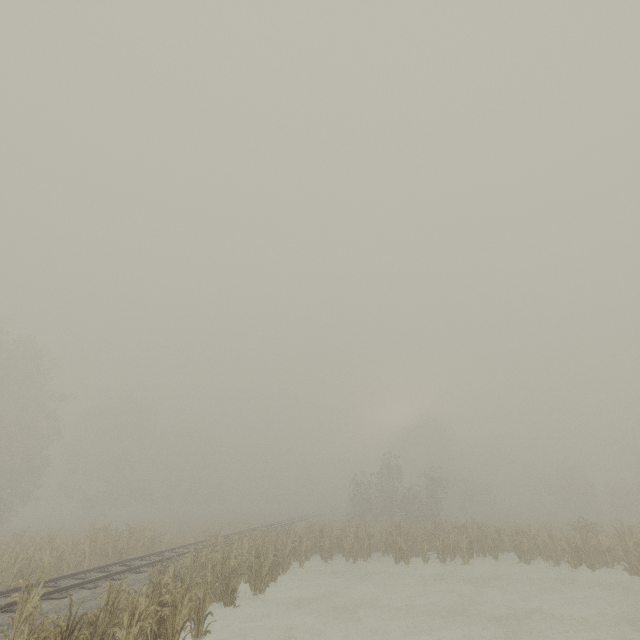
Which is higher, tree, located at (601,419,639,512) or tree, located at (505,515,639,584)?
tree, located at (601,419,639,512)

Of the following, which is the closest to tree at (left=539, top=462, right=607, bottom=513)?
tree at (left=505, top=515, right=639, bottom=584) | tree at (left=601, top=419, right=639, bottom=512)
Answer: tree at (left=601, top=419, right=639, bottom=512)

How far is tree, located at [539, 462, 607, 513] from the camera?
44.1 meters

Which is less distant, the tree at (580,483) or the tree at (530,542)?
the tree at (530,542)

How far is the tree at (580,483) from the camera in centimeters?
4412cm

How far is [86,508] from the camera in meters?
43.2 m

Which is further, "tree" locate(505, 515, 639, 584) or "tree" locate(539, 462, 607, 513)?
"tree" locate(539, 462, 607, 513)
